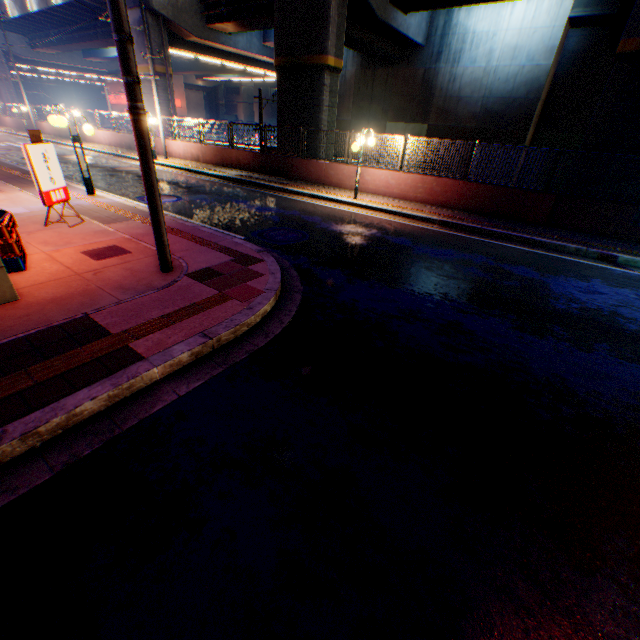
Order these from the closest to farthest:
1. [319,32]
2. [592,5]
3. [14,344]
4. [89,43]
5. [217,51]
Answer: [14,344]
[319,32]
[592,5]
[217,51]
[89,43]

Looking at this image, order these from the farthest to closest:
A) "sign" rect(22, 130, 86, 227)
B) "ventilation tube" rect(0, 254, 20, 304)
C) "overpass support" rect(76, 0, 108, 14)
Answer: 1. "overpass support" rect(76, 0, 108, 14)
2. "sign" rect(22, 130, 86, 227)
3. "ventilation tube" rect(0, 254, 20, 304)

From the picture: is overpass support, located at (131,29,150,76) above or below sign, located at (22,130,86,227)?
above

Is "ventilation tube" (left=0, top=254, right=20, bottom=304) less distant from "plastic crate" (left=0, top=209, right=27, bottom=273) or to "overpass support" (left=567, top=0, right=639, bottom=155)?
"plastic crate" (left=0, top=209, right=27, bottom=273)

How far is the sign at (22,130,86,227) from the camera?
6.57m

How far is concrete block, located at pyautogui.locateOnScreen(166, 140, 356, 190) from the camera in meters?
14.3 m

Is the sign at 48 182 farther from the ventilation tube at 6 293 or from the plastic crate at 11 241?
the ventilation tube at 6 293

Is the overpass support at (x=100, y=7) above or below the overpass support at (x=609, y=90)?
above
